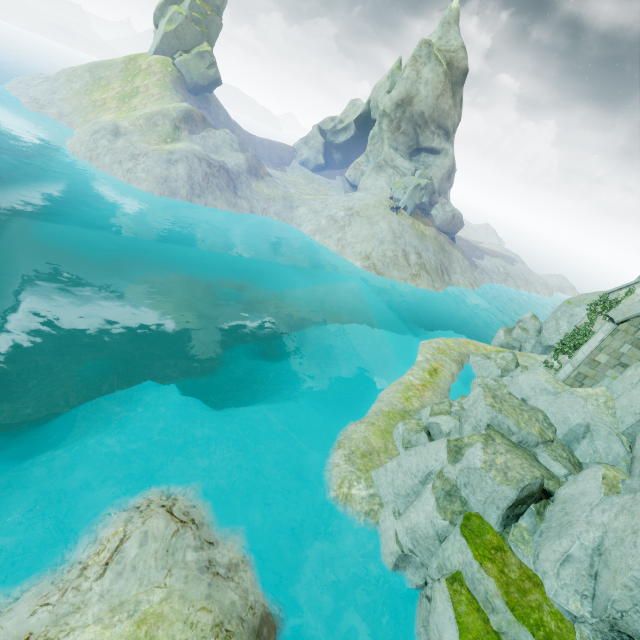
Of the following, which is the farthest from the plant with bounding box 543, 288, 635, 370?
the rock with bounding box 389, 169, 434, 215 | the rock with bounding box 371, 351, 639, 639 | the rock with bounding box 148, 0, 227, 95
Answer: the rock with bounding box 148, 0, 227, 95

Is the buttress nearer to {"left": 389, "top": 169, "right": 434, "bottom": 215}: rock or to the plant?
the plant

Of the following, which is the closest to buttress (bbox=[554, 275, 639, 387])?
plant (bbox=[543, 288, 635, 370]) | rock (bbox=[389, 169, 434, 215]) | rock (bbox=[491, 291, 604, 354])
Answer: rock (bbox=[491, 291, 604, 354])

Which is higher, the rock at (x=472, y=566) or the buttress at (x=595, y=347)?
the buttress at (x=595, y=347)

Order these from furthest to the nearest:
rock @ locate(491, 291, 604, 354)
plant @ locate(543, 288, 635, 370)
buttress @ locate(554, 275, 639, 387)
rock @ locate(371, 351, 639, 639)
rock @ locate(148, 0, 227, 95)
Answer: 1. rock @ locate(148, 0, 227, 95)
2. rock @ locate(491, 291, 604, 354)
3. plant @ locate(543, 288, 635, 370)
4. buttress @ locate(554, 275, 639, 387)
5. rock @ locate(371, 351, 639, 639)

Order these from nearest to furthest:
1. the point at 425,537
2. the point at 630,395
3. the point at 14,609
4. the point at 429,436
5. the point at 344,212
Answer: the point at 14,609, the point at 425,537, the point at 630,395, the point at 429,436, the point at 344,212

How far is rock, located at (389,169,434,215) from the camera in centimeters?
4344cm

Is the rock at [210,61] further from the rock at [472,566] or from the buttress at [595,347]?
the buttress at [595,347]
